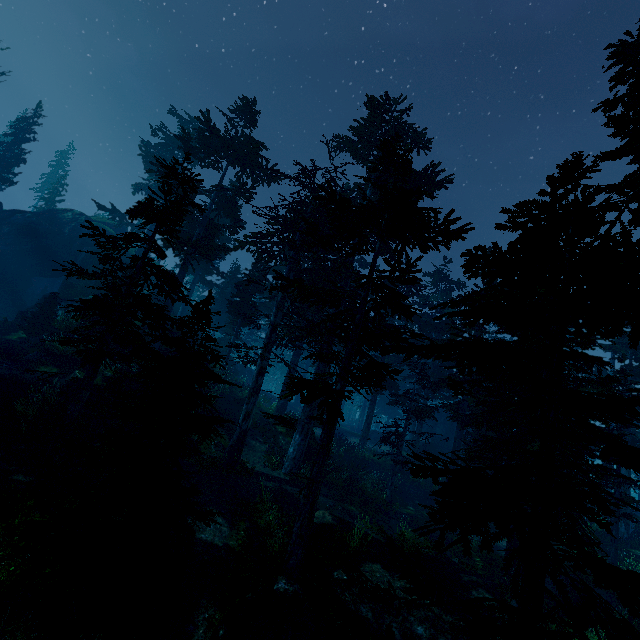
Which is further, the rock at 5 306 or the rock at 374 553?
the rock at 5 306

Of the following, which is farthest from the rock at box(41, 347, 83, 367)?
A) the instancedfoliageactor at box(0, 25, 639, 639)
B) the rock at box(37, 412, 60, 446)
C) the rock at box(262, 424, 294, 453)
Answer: the rock at box(262, 424, 294, 453)

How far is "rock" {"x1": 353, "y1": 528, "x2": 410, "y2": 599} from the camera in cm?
1011

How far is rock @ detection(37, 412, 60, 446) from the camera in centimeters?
1180cm

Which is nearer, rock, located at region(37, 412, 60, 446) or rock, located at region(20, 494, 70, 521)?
rock, located at region(20, 494, 70, 521)

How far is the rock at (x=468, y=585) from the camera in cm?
1085

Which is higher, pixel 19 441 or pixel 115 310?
pixel 115 310

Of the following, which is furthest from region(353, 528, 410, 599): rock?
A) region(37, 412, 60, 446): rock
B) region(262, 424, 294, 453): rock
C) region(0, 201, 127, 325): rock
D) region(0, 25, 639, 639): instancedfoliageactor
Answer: region(0, 201, 127, 325): rock
